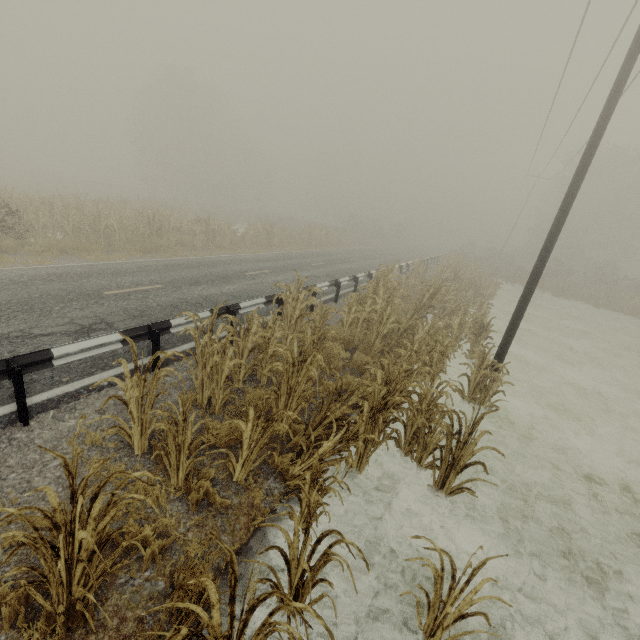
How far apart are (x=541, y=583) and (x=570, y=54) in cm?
1818

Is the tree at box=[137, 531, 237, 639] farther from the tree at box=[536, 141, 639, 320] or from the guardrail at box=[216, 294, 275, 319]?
the tree at box=[536, 141, 639, 320]

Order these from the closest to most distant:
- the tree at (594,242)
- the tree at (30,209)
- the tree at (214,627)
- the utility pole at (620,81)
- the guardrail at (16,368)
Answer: the tree at (214,627)
the guardrail at (16,368)
the utility pole at (620,81)
the tree at (30,209)
the tree at (594,242)

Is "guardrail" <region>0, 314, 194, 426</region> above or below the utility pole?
below

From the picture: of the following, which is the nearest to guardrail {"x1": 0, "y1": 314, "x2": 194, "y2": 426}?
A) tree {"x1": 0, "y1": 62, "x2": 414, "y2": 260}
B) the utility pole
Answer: tree {"x1": 0, "y1": 62, "x2": 414, "y2": 260}

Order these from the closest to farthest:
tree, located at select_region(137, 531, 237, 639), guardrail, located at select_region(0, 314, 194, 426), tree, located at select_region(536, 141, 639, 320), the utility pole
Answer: tree, located at select_region(137, 531, 237, 639) < guardrail, located at select_region(0, 314, 194, 426) < the utility pole < tree, located at select_region(536, 141, 639, 320)

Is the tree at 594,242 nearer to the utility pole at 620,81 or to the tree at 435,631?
the tree at 435,631

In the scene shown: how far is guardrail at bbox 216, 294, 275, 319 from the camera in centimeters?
756cm
